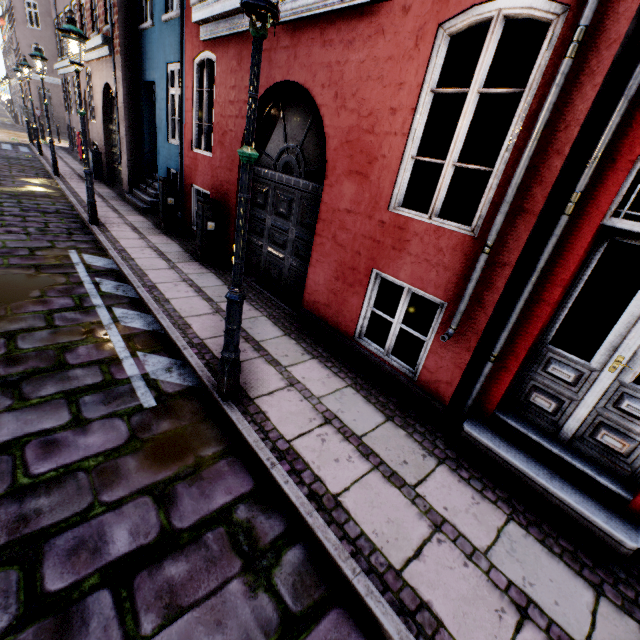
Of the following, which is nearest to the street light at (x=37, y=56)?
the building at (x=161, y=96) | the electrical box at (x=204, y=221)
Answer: the building at (x=161, y=96)

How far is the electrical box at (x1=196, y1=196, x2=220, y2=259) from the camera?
6.6 meters

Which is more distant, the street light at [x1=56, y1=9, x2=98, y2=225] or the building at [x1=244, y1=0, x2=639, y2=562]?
the street light at [x1=56, y1=9, x2=98, y2=225]

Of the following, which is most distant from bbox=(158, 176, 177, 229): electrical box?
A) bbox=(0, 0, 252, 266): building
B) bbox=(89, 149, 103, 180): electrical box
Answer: bbox=(89, 149, 103, 180): electrical box

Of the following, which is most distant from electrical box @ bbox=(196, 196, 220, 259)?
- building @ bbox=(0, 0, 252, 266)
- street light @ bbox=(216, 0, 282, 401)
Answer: street light @ bbox=(216, 0, 282, 401)

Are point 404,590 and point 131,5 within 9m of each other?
no

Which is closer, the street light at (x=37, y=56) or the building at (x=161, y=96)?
the building at (x=161, y=96)
